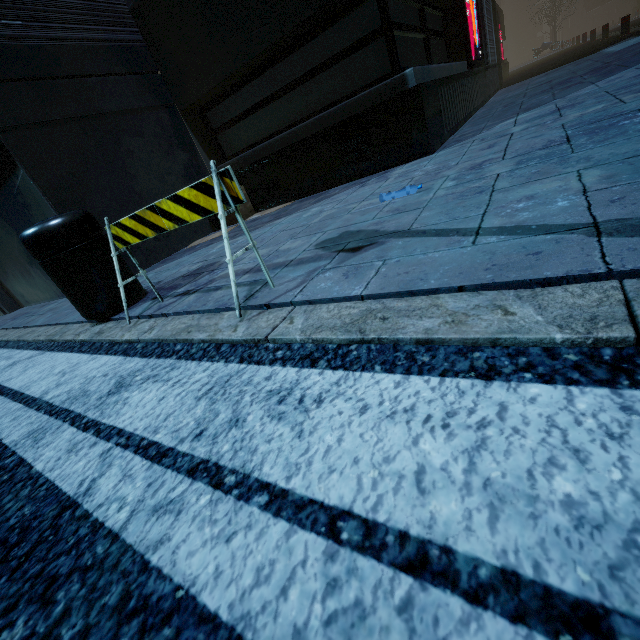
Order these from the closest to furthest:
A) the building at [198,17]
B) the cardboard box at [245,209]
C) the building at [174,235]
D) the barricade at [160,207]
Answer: the barricade at [160,207] → the building at [198,17] → the building at [174,235] → the cardboard box at [245,209]

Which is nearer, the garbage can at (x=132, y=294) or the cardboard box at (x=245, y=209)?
the garbage can at (x=132, y=294)

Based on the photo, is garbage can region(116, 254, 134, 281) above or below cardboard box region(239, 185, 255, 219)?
above

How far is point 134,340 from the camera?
2.27m

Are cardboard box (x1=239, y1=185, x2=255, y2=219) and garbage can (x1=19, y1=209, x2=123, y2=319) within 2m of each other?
no

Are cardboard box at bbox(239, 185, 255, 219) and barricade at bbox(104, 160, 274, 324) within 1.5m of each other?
no

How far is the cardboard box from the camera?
5.8m

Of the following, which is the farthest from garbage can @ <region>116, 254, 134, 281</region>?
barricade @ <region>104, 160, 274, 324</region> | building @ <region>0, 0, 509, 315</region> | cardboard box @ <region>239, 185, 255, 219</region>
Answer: cardboard box @ <region>239, 185, 255, 219</region>
